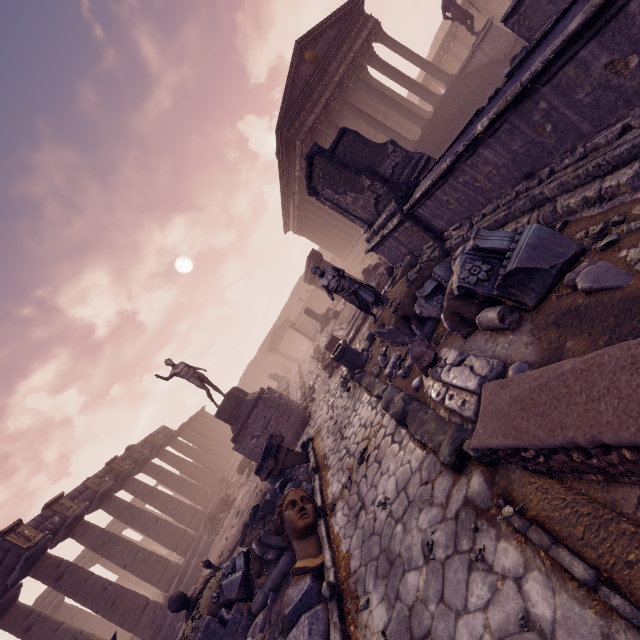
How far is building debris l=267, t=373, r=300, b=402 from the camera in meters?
19.2 m

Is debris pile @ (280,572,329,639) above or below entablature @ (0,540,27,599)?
below

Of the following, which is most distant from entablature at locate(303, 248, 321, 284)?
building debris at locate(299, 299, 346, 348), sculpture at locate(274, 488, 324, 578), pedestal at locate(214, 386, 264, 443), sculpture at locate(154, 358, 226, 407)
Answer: sculpture at locate(274, 488, 324, 578)

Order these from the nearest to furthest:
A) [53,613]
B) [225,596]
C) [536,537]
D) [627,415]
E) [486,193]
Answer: [627,415], [536,537], [486,193], [225,596], [53,613]

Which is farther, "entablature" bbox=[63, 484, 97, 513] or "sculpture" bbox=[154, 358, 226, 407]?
"entablature" bbox=[63, 484, 97, 513]

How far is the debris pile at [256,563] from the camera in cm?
648

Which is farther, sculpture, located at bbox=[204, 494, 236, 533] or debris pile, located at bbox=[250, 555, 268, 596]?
sculpture, located at bbox=[204, 494, 236, 533]

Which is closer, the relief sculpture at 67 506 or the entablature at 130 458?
the relief sculpture at 67 506
